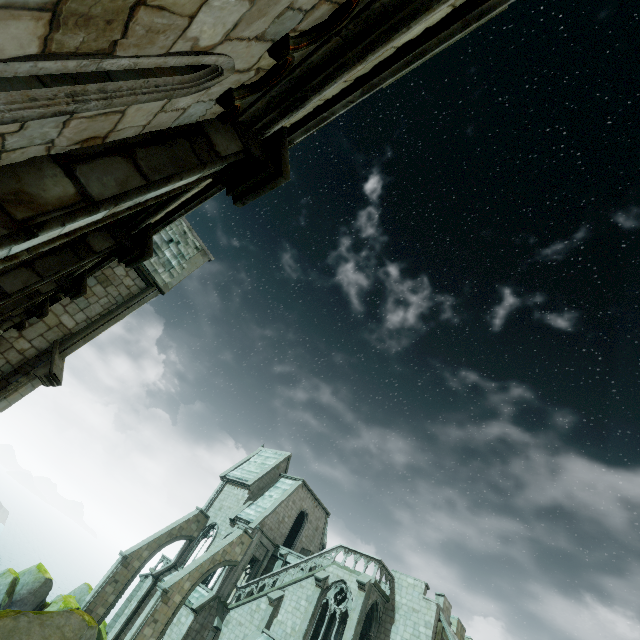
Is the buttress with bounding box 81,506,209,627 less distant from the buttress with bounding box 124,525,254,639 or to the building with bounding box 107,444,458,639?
the building with bounding box 107,444,458,639

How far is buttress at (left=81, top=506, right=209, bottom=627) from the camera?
24.7m

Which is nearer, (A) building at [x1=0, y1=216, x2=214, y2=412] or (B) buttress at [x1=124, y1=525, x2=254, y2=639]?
(A) building at [x1=0, y1=216, x2=214, y2=412]

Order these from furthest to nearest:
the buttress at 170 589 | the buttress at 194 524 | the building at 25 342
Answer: the buttress at 194 524, the buttress at 170 589, the building at 25 342

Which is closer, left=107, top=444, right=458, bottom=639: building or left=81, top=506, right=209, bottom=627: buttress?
left=107, top=444, right=458, bottom=639: building

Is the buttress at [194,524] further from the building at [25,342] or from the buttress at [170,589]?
the buttress at [170,589]

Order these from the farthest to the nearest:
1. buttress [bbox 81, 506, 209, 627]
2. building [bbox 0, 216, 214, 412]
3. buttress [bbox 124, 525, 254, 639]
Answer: buttress [bbox 81, 506, 209, 627] → buttress [bbox 124, 525, 254, 639] → building [bbox 0, 216, 214, 412]

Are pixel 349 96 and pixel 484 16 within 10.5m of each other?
yes
